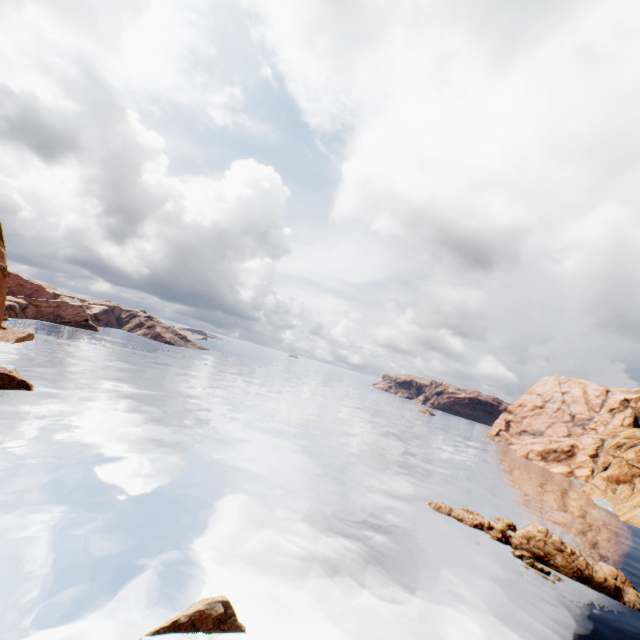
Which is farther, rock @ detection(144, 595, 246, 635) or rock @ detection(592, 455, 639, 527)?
rock @ detection(592, 455, 639, 527)

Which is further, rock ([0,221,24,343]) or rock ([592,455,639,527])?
rock ([592,455,639,527])

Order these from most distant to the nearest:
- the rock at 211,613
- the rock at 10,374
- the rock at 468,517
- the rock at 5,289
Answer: the rock at 5,289 < the rock at 10,374 < the rock at 468,517 < the rock at 211,613

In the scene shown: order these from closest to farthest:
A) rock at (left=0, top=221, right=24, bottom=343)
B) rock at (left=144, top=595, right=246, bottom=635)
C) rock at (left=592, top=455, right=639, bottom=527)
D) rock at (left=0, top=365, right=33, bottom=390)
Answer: rock at (left=144, top=595, right=246, bottom=635), rock at (left=0, top=365, right=33, bottom=390), rock at (left=0, top=221, right=24, bottom=343), rock at (left=592, top=455, right=639, bottom=527)

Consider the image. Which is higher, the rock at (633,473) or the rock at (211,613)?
the rock at (633,473)

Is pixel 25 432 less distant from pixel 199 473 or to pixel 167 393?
pixel 199 473

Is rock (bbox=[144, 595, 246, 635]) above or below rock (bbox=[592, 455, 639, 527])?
below
